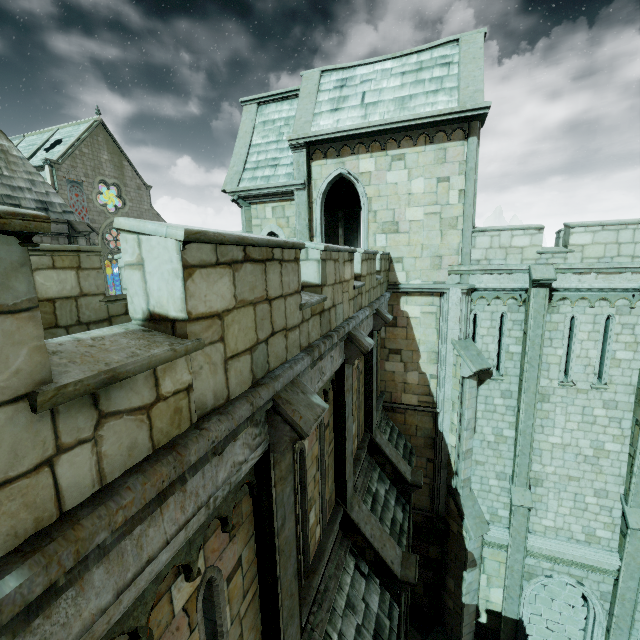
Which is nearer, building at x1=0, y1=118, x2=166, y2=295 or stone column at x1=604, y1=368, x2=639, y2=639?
stone column at x1=604, y1=368, x2=639, y2=639

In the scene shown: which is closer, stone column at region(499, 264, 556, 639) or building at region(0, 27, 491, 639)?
building at region(0, 27, 491, 639)

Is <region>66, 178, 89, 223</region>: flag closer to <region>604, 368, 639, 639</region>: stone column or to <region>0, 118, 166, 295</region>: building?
<region>0, 118, 166, 295</region>: building

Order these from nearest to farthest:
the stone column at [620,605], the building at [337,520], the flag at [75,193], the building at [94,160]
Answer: the building at [337,520]
the stone column at [620,605]
the building at [94,160]
the flag at [75,193]

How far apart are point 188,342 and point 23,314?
1.0m

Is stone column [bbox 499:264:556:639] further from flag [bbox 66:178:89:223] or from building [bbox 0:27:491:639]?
flag [bbox 66:178:89:223]

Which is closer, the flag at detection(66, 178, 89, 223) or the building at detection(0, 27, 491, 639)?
the building at detection(0, 27, 491, 639)

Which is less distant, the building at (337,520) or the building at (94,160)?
the building at (337,520)
